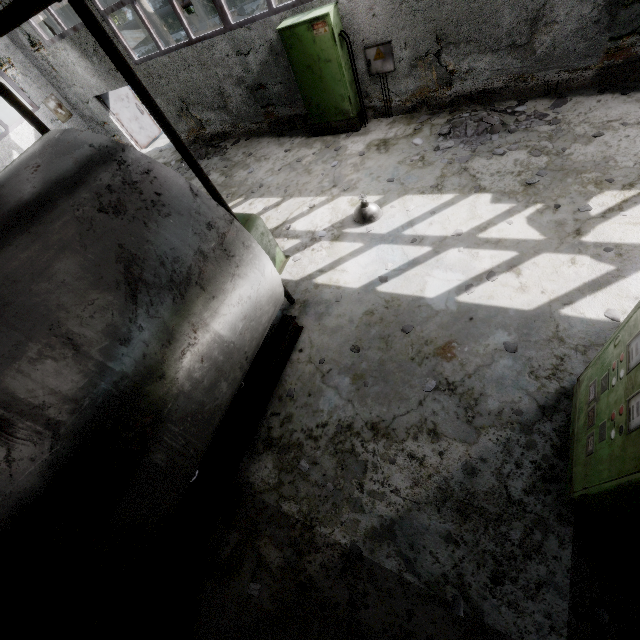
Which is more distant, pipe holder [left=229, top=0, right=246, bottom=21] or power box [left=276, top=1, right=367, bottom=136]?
pipe holder [left=229, top=0, right=246, bottom=21]

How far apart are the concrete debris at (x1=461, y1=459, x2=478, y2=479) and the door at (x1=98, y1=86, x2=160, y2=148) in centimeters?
1609cm

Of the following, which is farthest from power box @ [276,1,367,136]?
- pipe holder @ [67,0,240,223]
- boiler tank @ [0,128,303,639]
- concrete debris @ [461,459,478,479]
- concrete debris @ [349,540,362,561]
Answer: concrete debris @ [349,540,362,561]

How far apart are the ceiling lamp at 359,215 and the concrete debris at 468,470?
4.5 meters

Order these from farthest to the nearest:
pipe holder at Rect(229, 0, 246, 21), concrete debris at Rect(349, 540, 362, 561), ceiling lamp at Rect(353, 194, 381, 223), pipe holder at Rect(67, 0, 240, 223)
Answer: pipe holder at Rect(229, 0, 246, 21)
ceiling lamp at Rect(353, 194, 381, 223)
concrete debris at Rect(349, 540, 362, 561)
pipe holder at Rect(67, 0, 240, 223)

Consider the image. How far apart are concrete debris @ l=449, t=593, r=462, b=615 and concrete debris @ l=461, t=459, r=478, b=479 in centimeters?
110cm

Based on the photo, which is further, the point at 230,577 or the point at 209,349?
the point at 230,577

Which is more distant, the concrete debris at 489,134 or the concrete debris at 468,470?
the concrete debris at 489,134
